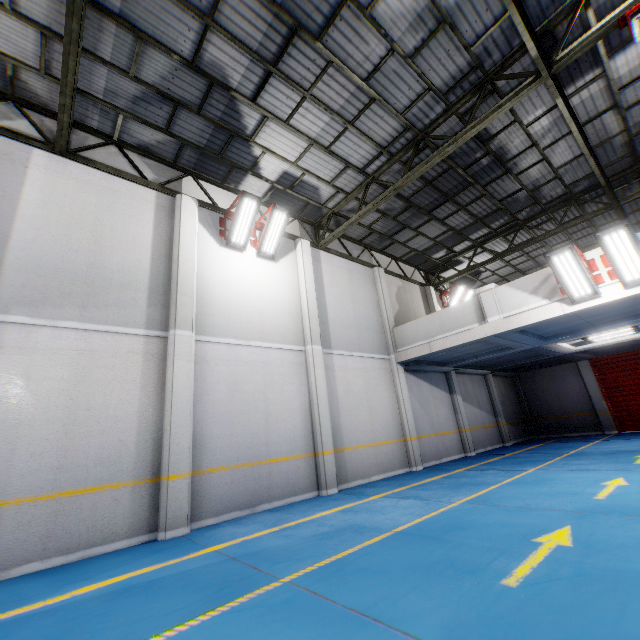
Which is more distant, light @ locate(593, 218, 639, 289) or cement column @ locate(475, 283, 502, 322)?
A: cement column @ locate(475, 283, 502, 322)

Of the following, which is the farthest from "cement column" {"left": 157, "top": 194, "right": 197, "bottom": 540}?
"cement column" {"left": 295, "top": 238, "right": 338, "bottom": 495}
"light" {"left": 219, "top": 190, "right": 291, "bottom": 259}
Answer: "cement column" {"left": 295, "top": 238, "right": 338, "bottom": 495}

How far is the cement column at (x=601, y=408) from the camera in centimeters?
1627cm

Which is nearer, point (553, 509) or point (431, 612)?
point (431, 612)

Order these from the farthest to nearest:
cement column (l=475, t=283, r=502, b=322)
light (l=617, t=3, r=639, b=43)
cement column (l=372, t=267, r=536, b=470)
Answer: cement column (l=372, t=267, r=536, b=470)
cement column (l=475, t=283, r=502, b=322)
light (l=617, t=3, r=639, b=43)

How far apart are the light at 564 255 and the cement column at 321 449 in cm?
630

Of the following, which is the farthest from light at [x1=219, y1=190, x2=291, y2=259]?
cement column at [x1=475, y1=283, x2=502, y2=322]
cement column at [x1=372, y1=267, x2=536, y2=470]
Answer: cement column at [x1=475, y1=283, x2=502, y2=322]

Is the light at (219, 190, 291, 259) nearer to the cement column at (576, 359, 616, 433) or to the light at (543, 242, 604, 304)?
the light at (543, 242, 604, 304)
